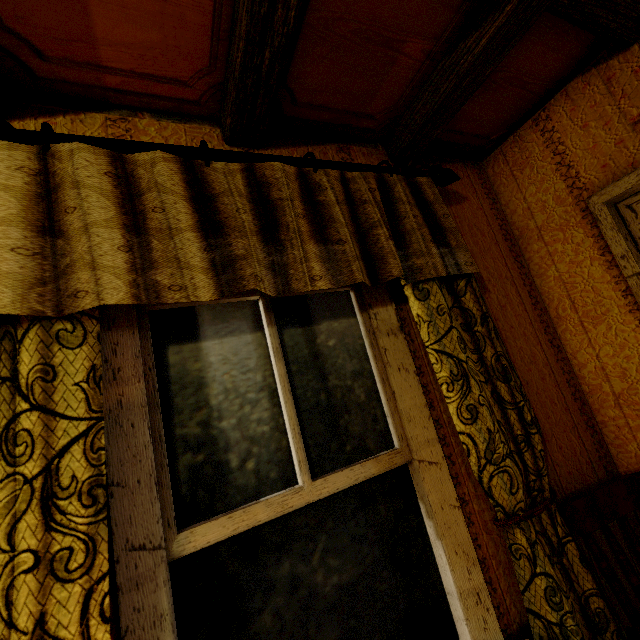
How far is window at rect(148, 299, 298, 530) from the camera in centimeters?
97cm

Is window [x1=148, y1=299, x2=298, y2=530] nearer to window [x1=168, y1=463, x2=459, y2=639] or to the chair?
window [x1=168, y1=463, x2=459, y2=639]

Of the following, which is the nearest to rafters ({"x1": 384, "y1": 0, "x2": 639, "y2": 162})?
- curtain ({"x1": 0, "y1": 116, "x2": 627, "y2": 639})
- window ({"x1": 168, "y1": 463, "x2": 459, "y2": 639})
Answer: curtain ({"x1": 0, "y1": 116, "x2": 627, "y2": 639})

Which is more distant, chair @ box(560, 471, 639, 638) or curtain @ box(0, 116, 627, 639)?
chair @ box(560, 471, 639, 638)

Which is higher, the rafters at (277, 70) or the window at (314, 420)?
the rafters at (277, 70)

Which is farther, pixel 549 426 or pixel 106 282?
pixel 549 426

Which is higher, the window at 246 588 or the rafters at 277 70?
the rafters at 277 70
